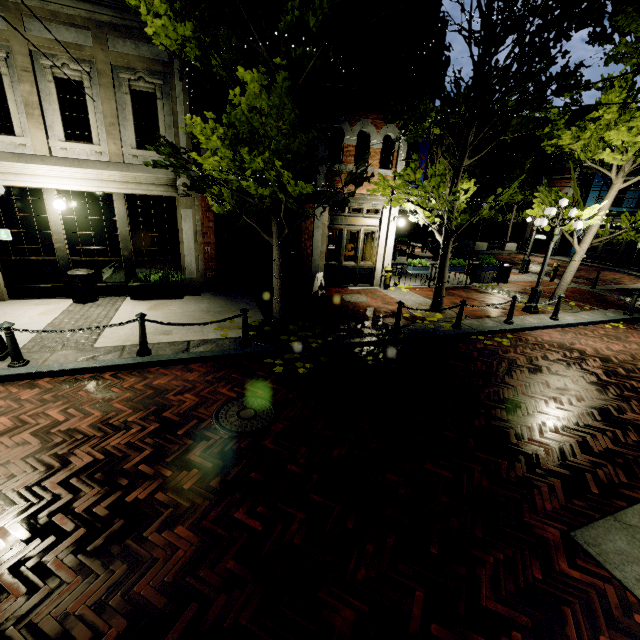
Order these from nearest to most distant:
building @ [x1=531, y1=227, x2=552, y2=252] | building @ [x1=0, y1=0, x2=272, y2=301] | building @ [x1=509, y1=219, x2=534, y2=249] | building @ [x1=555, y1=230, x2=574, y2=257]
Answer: building @ [x1=0, y1=0, x2=272, y2=301]
building @ [x1=555, y1=230, x2=574, y2=257]
building @ [x1=531, y1=227, x2=552, y2=252]
building @ [x1=509, y1=219, x2=534, y2=249]

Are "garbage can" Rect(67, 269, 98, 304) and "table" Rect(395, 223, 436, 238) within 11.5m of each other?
no

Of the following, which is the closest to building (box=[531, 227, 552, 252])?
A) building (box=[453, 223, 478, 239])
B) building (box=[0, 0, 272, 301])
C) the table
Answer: building (box=[453, 223, 478, 239])

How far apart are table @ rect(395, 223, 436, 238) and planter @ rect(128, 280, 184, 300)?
11.39m

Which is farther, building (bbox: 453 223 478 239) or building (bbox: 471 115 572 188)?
building (bbox: 453 223 478 239)

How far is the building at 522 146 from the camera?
28.50m

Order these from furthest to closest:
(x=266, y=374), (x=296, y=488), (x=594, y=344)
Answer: (x=594, y=344) → (x=266, y=374) → (x=296, y=488)

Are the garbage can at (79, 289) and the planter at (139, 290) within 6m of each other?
yes
